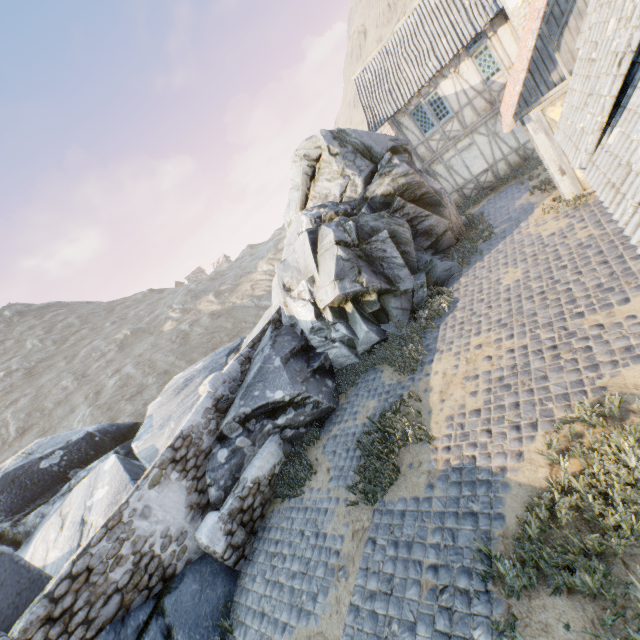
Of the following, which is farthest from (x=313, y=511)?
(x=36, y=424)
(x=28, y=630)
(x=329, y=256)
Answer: (x=36, y=424)

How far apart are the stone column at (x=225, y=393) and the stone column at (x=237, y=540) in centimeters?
275cm

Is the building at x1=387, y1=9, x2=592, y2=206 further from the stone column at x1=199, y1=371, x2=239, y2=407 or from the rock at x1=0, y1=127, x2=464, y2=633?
the stone column at x1=199, y1=371, x2=239, y2=407

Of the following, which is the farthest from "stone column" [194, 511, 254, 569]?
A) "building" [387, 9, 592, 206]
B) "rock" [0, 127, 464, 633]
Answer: "building" [387, 9, 592, 206]

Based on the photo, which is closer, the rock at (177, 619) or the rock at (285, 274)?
the rock at (177, 619)

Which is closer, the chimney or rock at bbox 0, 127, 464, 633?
rock at bbox 0, 127, 464, 633

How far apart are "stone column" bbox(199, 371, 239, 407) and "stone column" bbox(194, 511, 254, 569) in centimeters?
275cm
